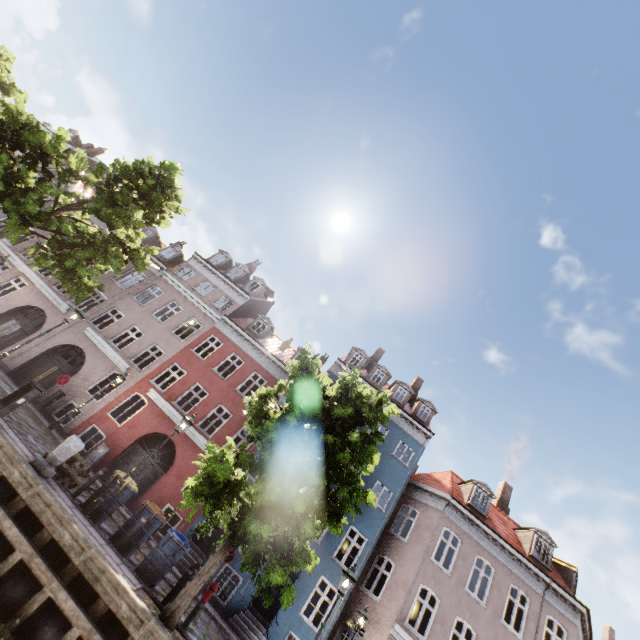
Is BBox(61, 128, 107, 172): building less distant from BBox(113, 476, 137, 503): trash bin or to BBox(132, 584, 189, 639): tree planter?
BBox(113, 476, 137, 503): trash bin

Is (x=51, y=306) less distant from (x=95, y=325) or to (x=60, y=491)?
(x=95, y=325)

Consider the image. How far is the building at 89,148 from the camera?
30.4m

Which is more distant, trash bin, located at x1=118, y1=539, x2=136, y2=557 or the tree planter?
trash bin, located at x1=118, y1=539, x2=136, y2=557

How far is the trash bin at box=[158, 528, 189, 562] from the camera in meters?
9.3 m

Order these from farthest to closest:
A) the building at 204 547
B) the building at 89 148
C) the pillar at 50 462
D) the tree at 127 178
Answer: the building at 89 148
the building at 204 547
the tree at 127 178
the pillar at 50 462

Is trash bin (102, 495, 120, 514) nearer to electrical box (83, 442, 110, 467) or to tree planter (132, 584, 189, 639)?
tree planter (132, 584, 189, 639)

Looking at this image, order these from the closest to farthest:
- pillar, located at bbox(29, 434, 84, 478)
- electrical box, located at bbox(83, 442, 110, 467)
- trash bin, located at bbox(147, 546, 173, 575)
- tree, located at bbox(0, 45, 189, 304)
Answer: pillar, located at bbox(29, 434, 84, 478), trash bin, located at bbox(147, 546, 173, 575), tree, located at bbox(0, 45, 189, 304), electrical box, located at bbox(83, 442, 110, 467)
